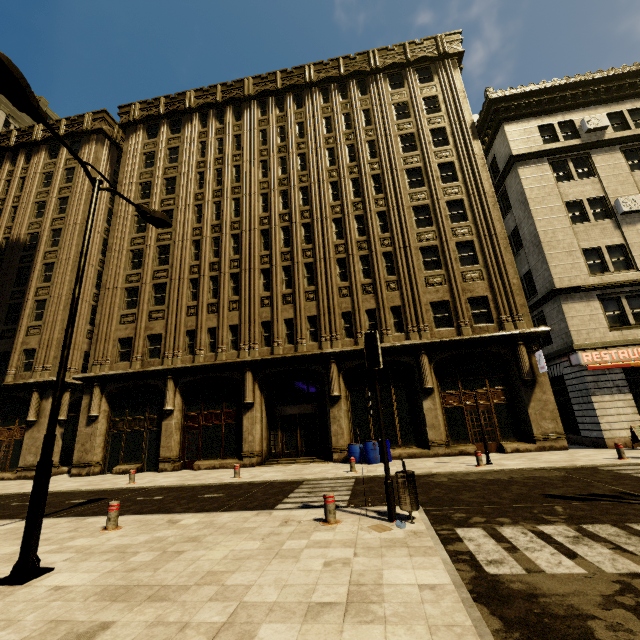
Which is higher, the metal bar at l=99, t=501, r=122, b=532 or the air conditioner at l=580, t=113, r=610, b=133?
the air conditioner at l=580, t=113, r=610, b=133

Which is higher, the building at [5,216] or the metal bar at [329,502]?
the building at [5,216]

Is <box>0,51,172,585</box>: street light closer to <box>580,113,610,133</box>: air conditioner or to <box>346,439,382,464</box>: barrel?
<box>346,439,382,464</box>: barrel

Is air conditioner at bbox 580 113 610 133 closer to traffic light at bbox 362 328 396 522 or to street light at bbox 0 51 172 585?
traffic light at bbox 362 328 396 522

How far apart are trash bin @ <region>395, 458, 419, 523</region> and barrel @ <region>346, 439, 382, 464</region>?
8.8m

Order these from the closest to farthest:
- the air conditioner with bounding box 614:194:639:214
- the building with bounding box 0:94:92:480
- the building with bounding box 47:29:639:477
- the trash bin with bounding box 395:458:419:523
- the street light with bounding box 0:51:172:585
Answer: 1. the street light with bounding box 0:51:172:585
2. the trash bin with bounding box 395:458:419:523
3. the building with bounding box 47:29:639:477
4. the air conditioner with bounding box 614:194:639:214
5. the building with bounding box 0:94:92:480

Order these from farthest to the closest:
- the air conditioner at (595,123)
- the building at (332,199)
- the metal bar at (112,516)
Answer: the air conditioner at (595,123), the building at (332,199), the metal bar at (112,516)

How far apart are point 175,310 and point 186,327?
1.5 meters
